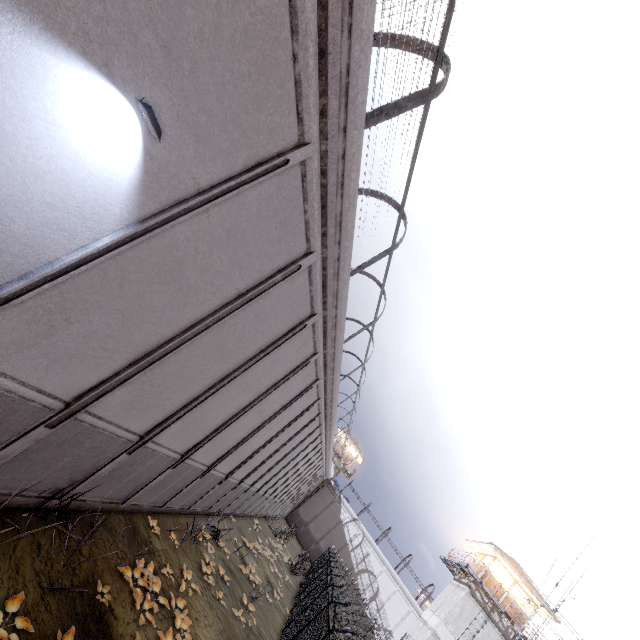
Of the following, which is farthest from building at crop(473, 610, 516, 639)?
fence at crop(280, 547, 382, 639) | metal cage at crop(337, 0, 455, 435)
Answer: metal cage at crop(337, 0, 455, 435)

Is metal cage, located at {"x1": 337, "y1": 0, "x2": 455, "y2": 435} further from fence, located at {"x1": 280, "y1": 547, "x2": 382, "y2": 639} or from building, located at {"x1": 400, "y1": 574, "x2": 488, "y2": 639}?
building, located at {"x1": 400, "y1": 574, "x2": 488, "y2": 639}

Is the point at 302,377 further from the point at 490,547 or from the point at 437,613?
the point at 437,613

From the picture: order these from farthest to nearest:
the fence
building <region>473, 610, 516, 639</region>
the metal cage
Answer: building <region>473, 610, 516, 639</region>
the fence
the metal cage

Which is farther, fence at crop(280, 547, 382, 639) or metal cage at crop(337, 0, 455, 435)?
fence at crop(280, 547, 382, 639)

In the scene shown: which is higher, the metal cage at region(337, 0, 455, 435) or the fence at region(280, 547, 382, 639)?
the metal cage at region(337, 0, 455, 435)

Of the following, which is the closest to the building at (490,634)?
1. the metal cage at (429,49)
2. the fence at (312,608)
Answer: the fence at (312,608)
